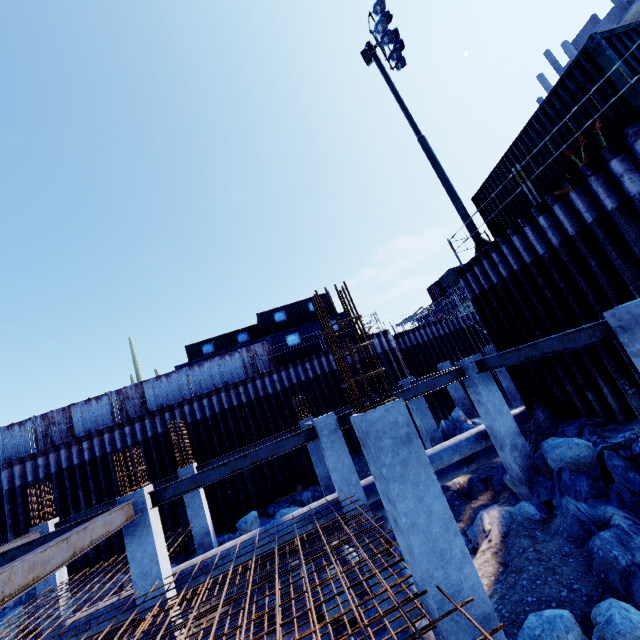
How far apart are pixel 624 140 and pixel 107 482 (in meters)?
22.58

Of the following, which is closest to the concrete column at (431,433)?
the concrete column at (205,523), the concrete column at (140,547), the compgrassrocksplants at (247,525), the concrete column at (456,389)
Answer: the concrete column at (456,389)

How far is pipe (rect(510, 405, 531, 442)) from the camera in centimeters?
1159cm

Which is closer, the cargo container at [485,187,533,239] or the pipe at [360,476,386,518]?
the pipe at [360,476,386,518]

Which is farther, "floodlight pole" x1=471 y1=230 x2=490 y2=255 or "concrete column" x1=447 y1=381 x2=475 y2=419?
"concrete column" x1=447 y1=381 x2=475 y2=419

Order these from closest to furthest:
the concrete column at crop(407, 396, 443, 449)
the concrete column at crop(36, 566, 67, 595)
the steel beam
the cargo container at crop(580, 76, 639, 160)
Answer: the steel beam → the cargo container at crop(580, 76, 639, 160) → the concrete column at crop(36, 566, 67, 595) → the concrete column at crop(407, 396, 443, 449)

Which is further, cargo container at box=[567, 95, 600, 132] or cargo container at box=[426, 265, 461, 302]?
cargo container at box=[426, 265, 461, 302]

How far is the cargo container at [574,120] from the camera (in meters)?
7.87
